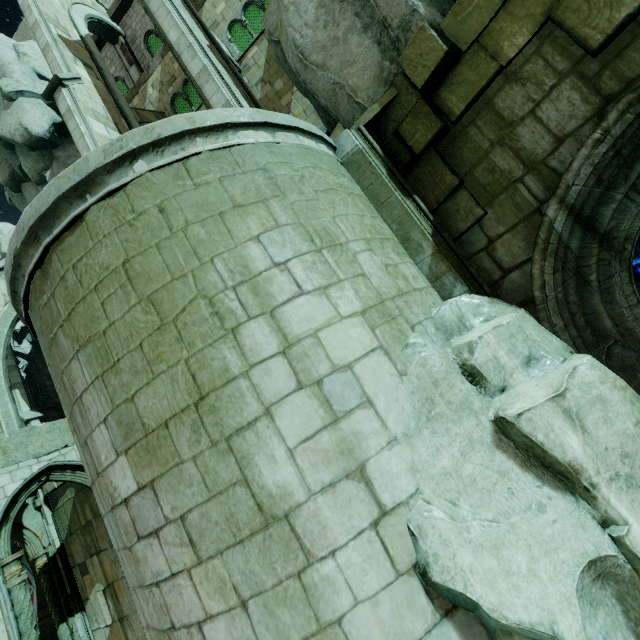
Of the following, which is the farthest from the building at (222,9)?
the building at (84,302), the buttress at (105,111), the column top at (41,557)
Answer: the column top at (41,557)

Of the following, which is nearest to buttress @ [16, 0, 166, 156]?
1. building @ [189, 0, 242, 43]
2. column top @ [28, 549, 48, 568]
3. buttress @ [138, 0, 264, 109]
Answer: building @ [189, 0, 242, 43]

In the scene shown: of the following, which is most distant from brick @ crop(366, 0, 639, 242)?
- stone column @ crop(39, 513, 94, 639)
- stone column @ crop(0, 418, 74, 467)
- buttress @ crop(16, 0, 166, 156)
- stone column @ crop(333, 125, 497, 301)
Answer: stone column @ crop(39, 513, 94, 639)

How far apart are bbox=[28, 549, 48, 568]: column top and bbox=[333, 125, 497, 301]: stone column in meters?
13.7 m

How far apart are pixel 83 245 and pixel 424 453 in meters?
3.8

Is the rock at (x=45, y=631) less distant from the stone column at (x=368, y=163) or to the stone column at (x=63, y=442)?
the stone column at (x=63, y=442)

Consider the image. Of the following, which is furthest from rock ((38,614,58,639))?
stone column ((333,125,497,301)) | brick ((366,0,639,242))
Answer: brick ((366,0,639,242))

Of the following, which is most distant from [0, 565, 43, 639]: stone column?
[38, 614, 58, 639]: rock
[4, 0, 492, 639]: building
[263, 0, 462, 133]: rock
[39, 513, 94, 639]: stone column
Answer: [38, 614, 58, 639]: rock
